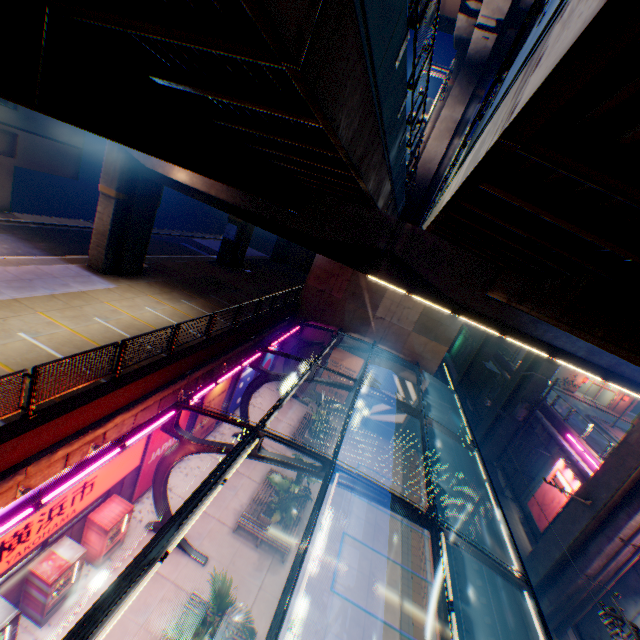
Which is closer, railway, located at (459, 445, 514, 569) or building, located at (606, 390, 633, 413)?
railway, located at (459, 445, 514, 569)

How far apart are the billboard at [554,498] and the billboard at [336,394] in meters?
14.9 m

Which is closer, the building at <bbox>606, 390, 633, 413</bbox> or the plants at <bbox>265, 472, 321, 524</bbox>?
the plants at <bbox>265, 472, 321, 524</bbox>

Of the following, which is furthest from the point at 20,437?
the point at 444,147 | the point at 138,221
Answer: the point at 444,147

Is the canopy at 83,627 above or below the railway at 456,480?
above

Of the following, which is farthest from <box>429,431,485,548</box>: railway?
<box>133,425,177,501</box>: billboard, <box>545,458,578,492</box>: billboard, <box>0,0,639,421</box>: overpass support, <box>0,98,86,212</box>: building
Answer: <box>0,98,86,212</box>: building

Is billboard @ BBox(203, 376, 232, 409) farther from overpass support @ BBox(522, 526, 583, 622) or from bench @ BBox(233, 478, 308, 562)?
overpass support @ BBox(522, 526, 583, 622)

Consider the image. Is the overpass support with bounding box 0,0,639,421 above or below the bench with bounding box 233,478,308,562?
above
